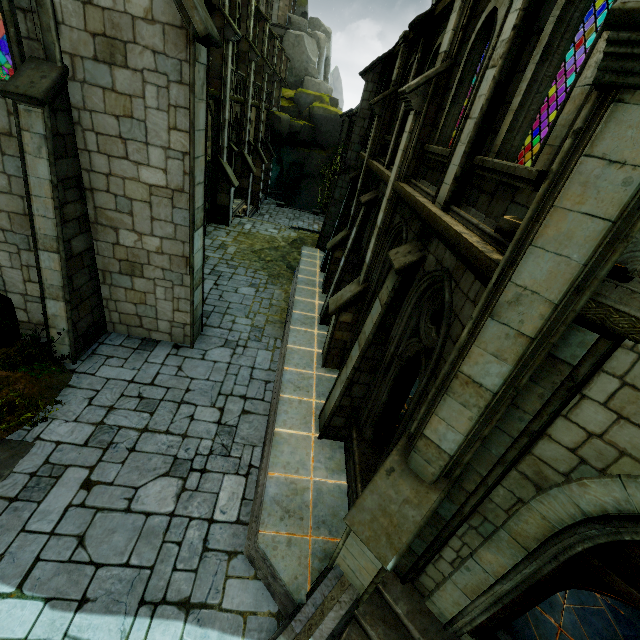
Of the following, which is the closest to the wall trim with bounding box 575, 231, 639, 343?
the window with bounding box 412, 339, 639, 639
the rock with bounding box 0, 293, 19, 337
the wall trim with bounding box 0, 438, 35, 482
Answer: the window with bounding box 412, 339, 639, 639

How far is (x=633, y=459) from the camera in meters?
2.8

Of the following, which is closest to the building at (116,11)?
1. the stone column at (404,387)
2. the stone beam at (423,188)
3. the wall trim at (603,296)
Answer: the stone beam at (423,188)

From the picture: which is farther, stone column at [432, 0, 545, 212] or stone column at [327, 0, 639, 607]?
stone column at [432, 0, 545, 212]

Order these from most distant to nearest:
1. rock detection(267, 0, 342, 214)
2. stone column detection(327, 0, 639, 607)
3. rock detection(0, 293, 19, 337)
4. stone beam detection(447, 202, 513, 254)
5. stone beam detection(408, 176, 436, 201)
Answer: rock detection(267, 0, 342, 214), rock detection(0, 293, 19, 337), stone beam detection(408, 176, 436, 201), stone beam detection(447, 202, 513, 254), stone column detection(327, 0, 639, 607)

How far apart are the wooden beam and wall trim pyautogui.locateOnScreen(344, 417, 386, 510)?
4.9 meters

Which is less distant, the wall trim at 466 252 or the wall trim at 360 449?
the wall trim at 466 252

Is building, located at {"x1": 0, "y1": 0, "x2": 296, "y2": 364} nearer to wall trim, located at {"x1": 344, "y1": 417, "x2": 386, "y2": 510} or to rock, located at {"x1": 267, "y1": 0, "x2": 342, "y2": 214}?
rock, located at {"x1": 267, "y1": 0, "x2": 342, "y2": 214}
